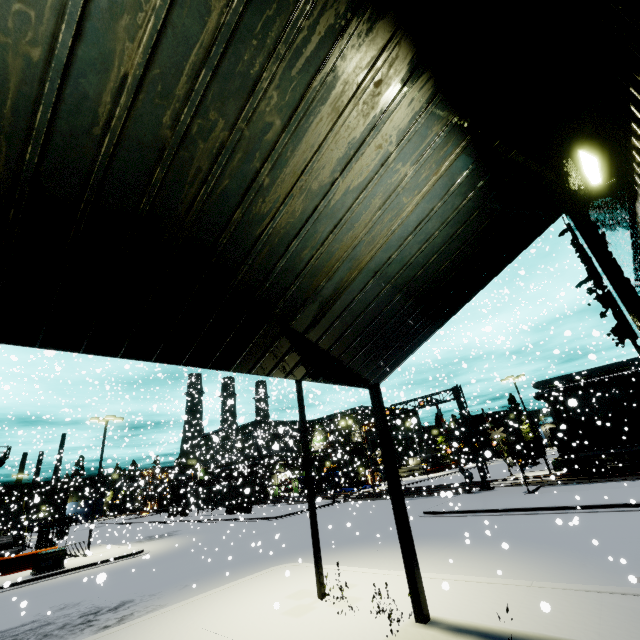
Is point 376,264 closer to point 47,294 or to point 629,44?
point 629,44

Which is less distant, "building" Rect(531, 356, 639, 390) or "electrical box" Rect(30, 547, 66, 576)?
"electrical box" Rect(30, 547, 66, 576)

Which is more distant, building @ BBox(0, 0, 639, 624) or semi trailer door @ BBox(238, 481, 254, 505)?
semi trailer door @ BBox(238, 481, 254, 505)

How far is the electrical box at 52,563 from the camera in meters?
19.2 m

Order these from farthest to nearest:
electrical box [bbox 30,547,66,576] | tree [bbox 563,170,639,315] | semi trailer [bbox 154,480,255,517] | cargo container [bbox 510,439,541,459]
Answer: cargo container [bbox 510,439,541,459]
semi trailer [bbox 154,480,255,517]
electrical box [bbox 30,547,66,576]
tree [bbox 563,170,639,315]

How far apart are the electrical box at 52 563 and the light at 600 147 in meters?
29.8

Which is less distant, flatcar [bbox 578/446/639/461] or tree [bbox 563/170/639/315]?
tree [bbox 563/170/639/315]

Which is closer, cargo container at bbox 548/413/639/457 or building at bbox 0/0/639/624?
building at bbox 0/0/639/624
